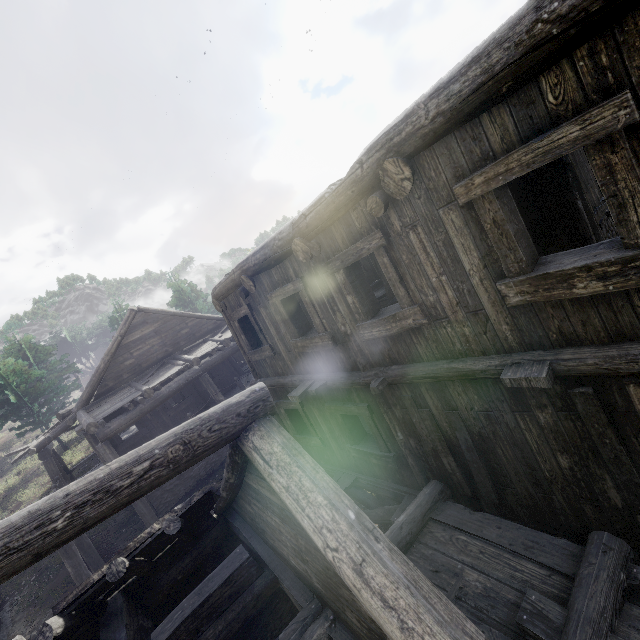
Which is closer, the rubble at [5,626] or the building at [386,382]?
the building at [386,382]

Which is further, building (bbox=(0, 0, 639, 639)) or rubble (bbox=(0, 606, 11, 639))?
rubble (bbox=(0, 606, 11, 639))

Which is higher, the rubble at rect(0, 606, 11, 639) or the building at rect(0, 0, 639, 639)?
the building at rect(0, 0, 639, 639)

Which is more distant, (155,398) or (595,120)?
(155,398)

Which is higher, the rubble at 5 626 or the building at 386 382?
the building at 386 382
